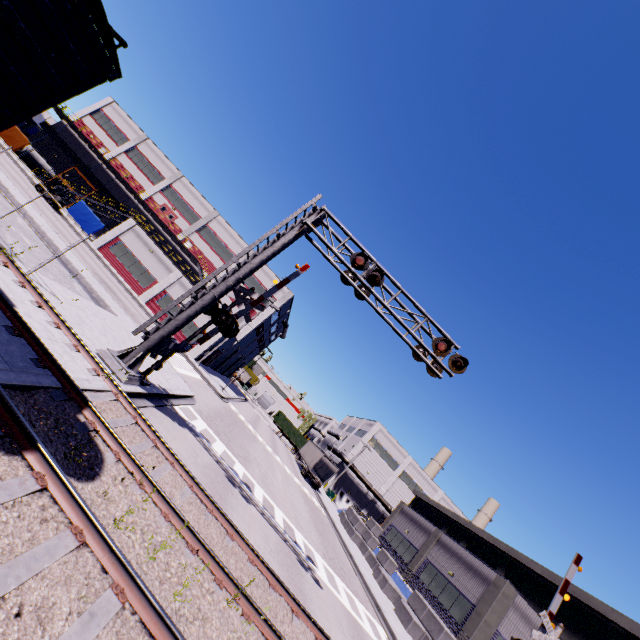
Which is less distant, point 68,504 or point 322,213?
point 68,504

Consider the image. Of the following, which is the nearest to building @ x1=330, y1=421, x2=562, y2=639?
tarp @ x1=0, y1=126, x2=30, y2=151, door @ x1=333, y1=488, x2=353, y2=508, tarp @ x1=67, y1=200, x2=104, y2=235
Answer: door @ x1=333, y1=488, x2=353, y2=508

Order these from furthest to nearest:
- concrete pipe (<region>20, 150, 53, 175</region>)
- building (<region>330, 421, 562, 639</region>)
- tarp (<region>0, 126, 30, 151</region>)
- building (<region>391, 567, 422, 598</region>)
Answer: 1. concrete pipe (<region>20, 150, 53, 175</region>)
2. tarp (<region>0, 126, 30, 151</region>)
3. building (<region>391, 567, 422, 598</region>)
4. building (<region>330, 421, 562, 639</region>)

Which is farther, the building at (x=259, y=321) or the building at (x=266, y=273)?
the building at (x=266, y=273)

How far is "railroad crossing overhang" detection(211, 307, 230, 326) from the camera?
11.5 meters

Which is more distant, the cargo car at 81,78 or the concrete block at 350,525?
the concrete block at 350,525

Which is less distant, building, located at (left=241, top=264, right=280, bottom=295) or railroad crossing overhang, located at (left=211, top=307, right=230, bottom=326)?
railroad crossing overhang, located at (left=211, top=307, right=230, bottom=326)
